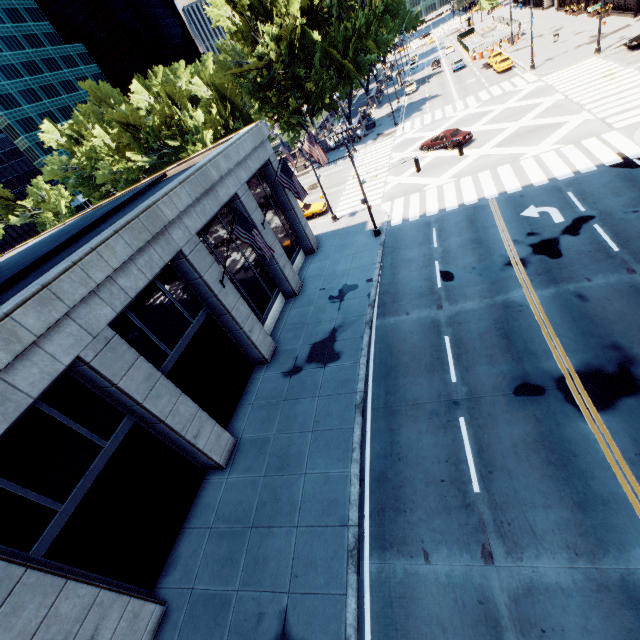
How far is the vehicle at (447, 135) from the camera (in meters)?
29.62

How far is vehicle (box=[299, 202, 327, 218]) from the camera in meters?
31.9

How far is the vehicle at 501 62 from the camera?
42.3 meters

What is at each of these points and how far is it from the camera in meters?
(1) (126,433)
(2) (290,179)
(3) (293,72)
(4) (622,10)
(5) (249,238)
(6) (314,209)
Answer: (1) building, 11.5 m
(2) flag, 17.5 m
(3) tree, 42.0 m
(4) building, 38.8 m
(5) flag, 13.6 m
(6) vehicle, 31.9 m

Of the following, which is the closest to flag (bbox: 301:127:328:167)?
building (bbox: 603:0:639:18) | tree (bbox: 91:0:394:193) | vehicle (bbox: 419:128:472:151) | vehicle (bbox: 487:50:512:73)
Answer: vehicle (bbox: 419:128:472:151)

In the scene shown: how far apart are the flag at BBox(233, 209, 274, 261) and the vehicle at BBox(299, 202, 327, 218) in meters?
18.8

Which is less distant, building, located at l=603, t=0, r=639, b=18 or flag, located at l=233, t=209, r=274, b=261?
flag, located at l=233, t=209, r=274, b=261

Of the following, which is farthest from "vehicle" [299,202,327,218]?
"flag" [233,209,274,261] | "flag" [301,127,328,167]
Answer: "flag" [233,209,274,261]
